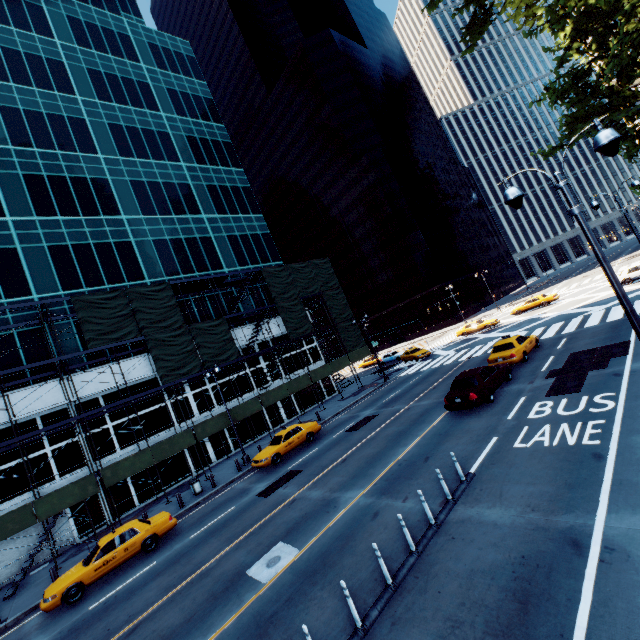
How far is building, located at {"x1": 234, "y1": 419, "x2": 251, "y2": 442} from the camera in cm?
3002

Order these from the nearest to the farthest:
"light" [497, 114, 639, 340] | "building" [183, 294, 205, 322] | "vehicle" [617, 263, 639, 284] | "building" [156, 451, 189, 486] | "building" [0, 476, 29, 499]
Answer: "light" [497, 114, 639, 340]
"building" [0, 476, 29, 499]
"building" [156, 451, 189, 486]
"vehicle" [617, 263, 639, 284]
"building" [183, 294, 205, 322]

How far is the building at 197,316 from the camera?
31.05m

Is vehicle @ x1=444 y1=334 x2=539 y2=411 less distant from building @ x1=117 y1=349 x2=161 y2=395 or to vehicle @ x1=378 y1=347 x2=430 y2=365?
vehicle @ x1=378 y1=347 x2=430 y2=365

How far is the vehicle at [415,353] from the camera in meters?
37.3

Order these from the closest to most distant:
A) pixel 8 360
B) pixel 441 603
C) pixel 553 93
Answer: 1. pixel 441 603
2. pixel 553 93
3. pixel 8 360

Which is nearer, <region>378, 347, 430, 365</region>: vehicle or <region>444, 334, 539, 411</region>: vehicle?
<region>444, 334, 539, 411</region>: vehicle
